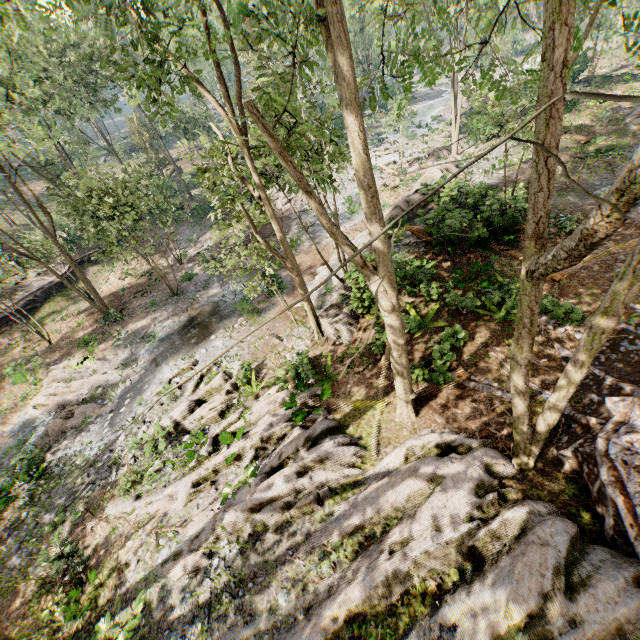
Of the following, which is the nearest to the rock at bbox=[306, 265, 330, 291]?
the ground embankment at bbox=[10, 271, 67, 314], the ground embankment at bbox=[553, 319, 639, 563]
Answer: the ground embankment at bbox=[553, 319, 639, 563]

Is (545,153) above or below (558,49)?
below

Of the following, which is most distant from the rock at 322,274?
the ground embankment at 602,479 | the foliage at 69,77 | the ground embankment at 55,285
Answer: the ground embankment at 55,285

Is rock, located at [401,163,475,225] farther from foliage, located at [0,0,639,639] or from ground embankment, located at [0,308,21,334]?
ground embankment, located at [0,308,21,334]

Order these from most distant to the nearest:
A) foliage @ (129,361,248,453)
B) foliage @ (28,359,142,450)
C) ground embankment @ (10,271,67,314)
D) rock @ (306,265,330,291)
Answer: ground embankment @ (10,271,67,314) → rock @ (306,265,330,291) → foliage @ (28,359,142,450) → foliage @ (129,361,248,453)

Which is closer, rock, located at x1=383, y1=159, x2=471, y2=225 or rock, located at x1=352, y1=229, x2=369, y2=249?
rock, located at x1=383, y1=159, x2=471, y2=225
